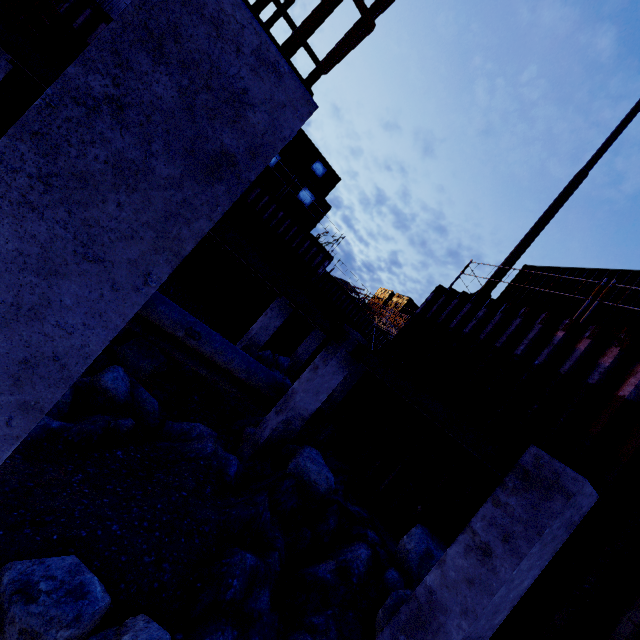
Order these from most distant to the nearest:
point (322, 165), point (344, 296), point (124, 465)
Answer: point (344, 296) → point (322, 165) → point (124, 465)

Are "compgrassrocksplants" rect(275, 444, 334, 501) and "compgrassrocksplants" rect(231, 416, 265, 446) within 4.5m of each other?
yes

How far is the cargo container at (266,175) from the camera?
17.30m

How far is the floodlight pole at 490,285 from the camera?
10.0m

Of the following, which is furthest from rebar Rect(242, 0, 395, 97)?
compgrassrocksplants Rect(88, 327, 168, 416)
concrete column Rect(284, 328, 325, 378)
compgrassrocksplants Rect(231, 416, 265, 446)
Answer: concrete column Rect(284, 328, 325, 378)

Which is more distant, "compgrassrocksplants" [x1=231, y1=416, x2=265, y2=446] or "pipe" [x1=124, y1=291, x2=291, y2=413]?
"compgrassrocksplants" [x1=231, y1=416, x2=265, y2=446]

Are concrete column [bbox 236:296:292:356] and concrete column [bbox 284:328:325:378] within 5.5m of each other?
no

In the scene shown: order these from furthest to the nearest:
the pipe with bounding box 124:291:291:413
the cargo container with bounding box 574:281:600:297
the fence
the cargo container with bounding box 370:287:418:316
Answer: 1. the cargo container with bounding box 370:287:418:316
2. the fence
3. the cargo container with bounding box 574:281:600:297
4. the pipe with bounding box 124:291:291:413
